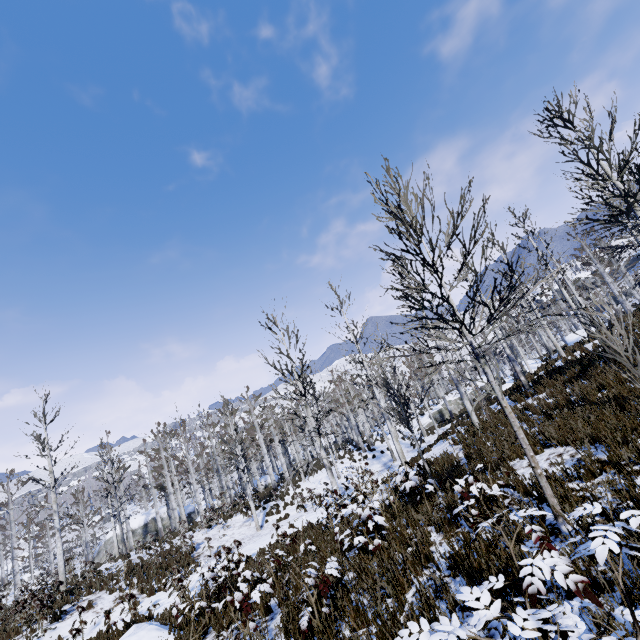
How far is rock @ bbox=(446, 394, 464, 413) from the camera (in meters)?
36.06

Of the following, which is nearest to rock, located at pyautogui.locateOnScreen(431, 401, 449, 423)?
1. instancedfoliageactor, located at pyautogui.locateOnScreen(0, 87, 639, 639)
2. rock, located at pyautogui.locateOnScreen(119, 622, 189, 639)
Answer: instancedfoliageactor, located at pyautogui.locateOnScreen(0, 87, 639, 639)

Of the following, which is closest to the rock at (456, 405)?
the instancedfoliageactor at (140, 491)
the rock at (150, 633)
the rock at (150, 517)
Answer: the instancedfoliageactor at (140, 491)

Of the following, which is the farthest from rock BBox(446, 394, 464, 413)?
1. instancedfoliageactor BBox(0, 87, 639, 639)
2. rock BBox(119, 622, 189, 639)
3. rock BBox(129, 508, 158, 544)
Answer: rock BBox(119, 622, 189, 639)

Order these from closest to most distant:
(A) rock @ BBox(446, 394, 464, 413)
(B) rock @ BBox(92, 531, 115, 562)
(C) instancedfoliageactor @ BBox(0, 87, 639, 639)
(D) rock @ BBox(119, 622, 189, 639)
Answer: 1. (C) instancedfoliageactor @ BBox(0, 87, 639, 639)
2. (D) rock @ BBox(119, 622, 189, 639)
3. (B) rock @ BBox(92, 531, 115, 562)
4. (A) rock @ BBox(446, 394, 464, 413)

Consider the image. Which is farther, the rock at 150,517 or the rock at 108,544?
the rock at 150,517

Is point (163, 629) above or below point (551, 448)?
below
